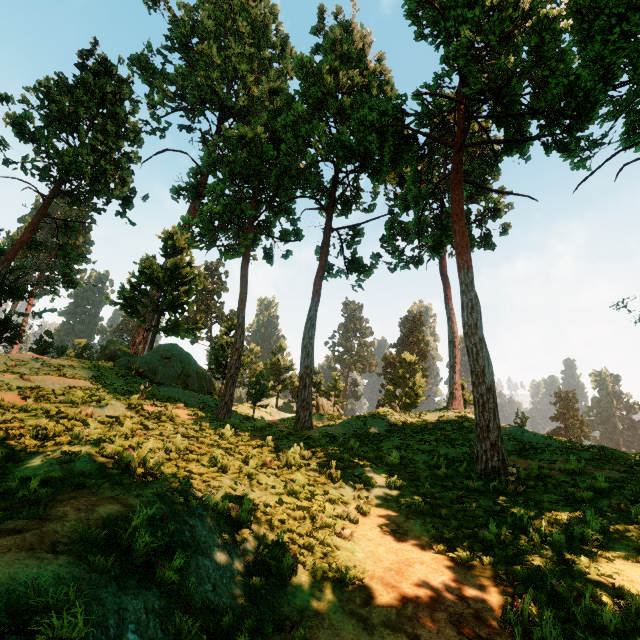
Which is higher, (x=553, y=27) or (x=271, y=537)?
(x=553, y=27)

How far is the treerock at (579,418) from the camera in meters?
56.3 m

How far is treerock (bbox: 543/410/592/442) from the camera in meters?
56.3 m

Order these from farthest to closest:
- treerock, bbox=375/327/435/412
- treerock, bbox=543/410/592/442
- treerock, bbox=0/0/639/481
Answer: treerock, bbox=543/410/592/442, treerock, bbox=375/327/435/412, treerock, bbox=0/0/639/481

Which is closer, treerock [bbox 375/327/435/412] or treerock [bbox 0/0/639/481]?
treerock [bbox 0/0/639/481]

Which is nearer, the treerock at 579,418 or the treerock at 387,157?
the treerock at 387,157
